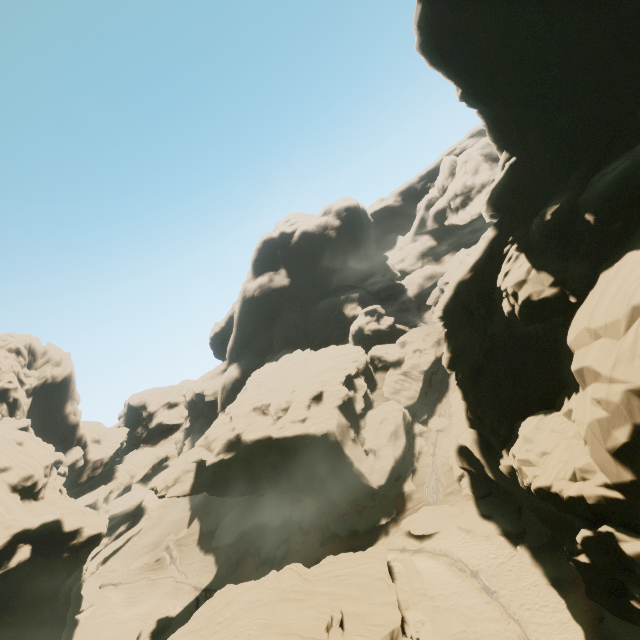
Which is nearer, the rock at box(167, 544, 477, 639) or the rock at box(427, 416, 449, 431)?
the rock at box(167, 544, 477, 639)

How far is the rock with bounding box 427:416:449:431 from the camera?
40.7m

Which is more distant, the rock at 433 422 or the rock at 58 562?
the rock at 433 422

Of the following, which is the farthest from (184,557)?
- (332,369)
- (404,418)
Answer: (404,418)
